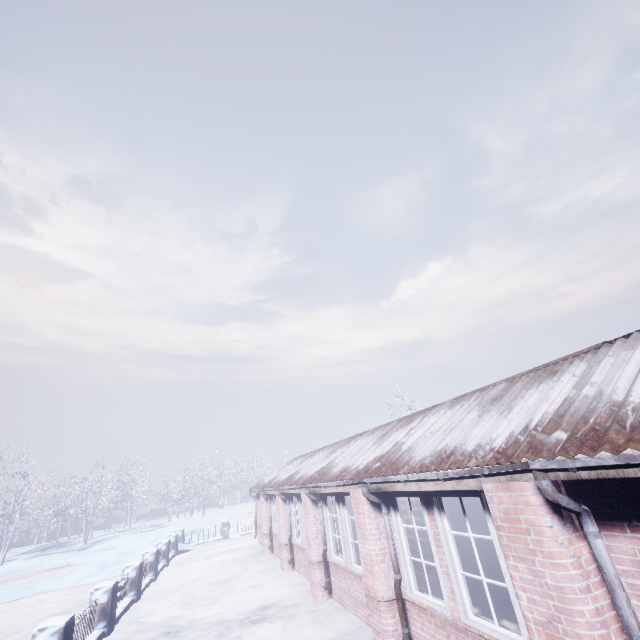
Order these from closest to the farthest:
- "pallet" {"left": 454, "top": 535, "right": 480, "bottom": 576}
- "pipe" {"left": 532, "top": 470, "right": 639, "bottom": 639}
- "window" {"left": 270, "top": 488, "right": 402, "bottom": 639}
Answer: "pipe" {"left": 532, "top": 470, "right": 639, "bottom": 639}
"window" {"left": 270, "top": 488, "right": 402, "bottom": 639}
"pallet" {"left": 454, "top": 535, "right": 480, "bottom": 576}

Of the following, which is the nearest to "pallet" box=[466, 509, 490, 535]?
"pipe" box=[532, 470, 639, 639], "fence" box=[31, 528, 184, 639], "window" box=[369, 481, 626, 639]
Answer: "window" box=[369, 481, 626, 639]

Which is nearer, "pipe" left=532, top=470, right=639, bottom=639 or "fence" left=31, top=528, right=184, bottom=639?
"pipe" left=532, top=470, right=639, bottom=639

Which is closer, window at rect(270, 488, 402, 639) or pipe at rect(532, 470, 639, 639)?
pipe at rect(532, 470, 639, 639)

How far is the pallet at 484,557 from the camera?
5.0 meters

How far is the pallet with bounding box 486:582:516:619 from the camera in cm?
475

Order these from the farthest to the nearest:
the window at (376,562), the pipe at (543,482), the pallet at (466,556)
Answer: the pallet at (466,556) < the window at (376,562) < the pipe at (543,482)

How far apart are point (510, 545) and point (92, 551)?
28.6 meters
